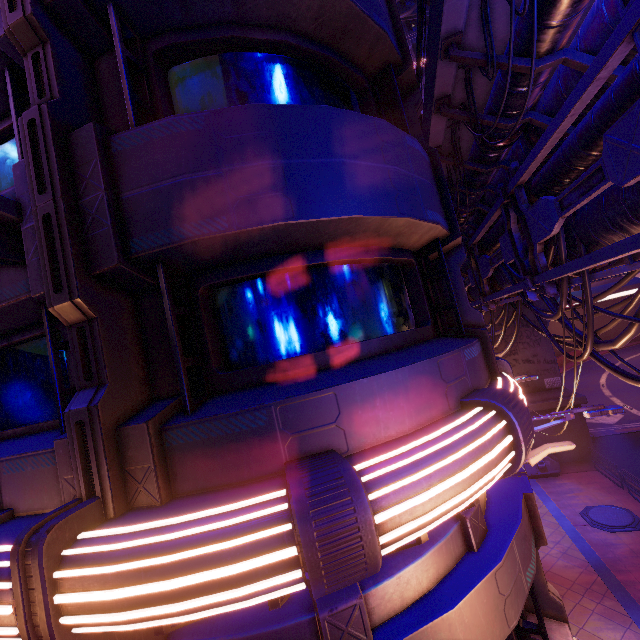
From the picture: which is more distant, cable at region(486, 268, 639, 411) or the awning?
cable at region(486, 268, 639, 411)

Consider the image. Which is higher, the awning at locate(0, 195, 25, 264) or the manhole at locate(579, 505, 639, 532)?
the awning at locate(0, 195, 25, 264)

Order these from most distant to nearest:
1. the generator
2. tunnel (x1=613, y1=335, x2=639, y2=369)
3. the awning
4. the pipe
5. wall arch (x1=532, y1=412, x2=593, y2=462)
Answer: tunnel (x1=613, y1=335, x2=639, y2=369) < wall arch (x1=532, y1=412, x2=593, y2=462) < the generator < the pipe < the awning

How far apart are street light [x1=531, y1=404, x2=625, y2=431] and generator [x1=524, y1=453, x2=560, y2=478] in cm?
1452

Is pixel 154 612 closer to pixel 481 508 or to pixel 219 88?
pixel 481 508

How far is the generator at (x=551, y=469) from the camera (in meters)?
18.81

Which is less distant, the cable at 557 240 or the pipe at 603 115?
the pipe at 603 115

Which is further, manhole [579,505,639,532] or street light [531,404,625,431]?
manhole [579,505,639,532]
